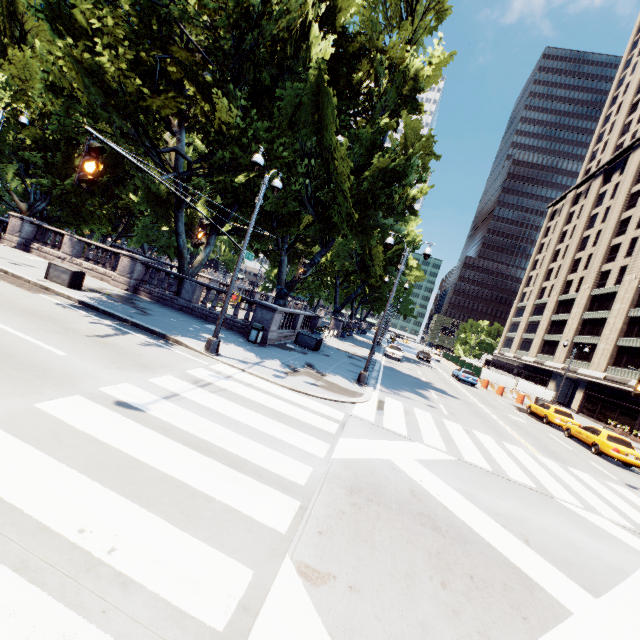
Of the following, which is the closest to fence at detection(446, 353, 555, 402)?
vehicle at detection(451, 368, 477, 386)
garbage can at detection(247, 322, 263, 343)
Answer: vehicle at detection(451, 368, 477, 386)

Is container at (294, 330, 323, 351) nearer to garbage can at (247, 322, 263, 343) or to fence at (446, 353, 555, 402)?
garbage can at (247, 322, 263, 343)

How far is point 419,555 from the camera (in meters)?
4.92

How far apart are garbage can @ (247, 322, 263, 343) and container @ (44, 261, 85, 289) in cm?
794

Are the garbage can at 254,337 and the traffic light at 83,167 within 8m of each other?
no

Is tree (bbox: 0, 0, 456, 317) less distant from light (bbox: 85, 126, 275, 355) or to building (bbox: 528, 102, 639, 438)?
light (bbox: 85, 126, 275, 355)

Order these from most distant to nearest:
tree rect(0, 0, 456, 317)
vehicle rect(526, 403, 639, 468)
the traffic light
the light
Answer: vehicle rect(526, 403, 639, 468), tree rect(0, 0, 456, 317), the light, the traffic light

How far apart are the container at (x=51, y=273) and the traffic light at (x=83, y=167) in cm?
1097
